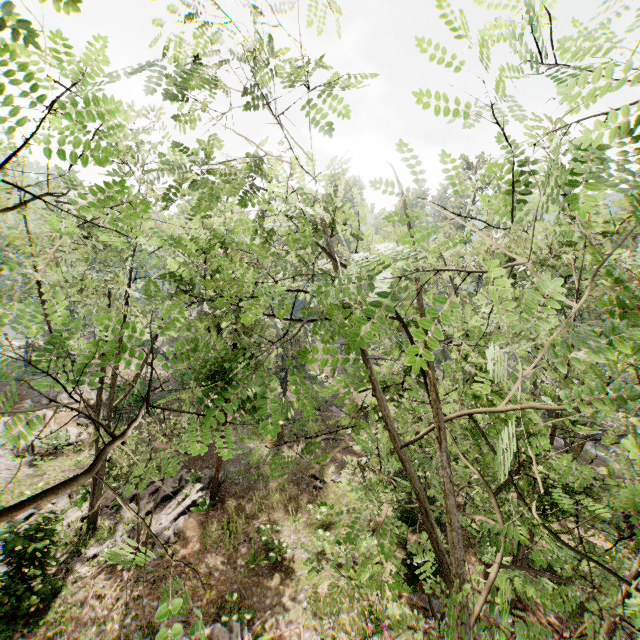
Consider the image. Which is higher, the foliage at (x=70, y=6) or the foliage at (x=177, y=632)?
the foliage at (x=70, y=6)

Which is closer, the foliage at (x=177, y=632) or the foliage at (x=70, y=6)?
the foliage at (x=177, y=632)

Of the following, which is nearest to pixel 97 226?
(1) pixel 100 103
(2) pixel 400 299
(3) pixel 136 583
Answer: (1) pixel 100 103

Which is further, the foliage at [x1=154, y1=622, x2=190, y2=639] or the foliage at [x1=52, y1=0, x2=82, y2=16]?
the foliage at [x1=52, y1=0, x2=82, y2=16]

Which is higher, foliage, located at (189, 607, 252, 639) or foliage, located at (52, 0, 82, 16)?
foliage, located at (52, 0, 82, 16)
